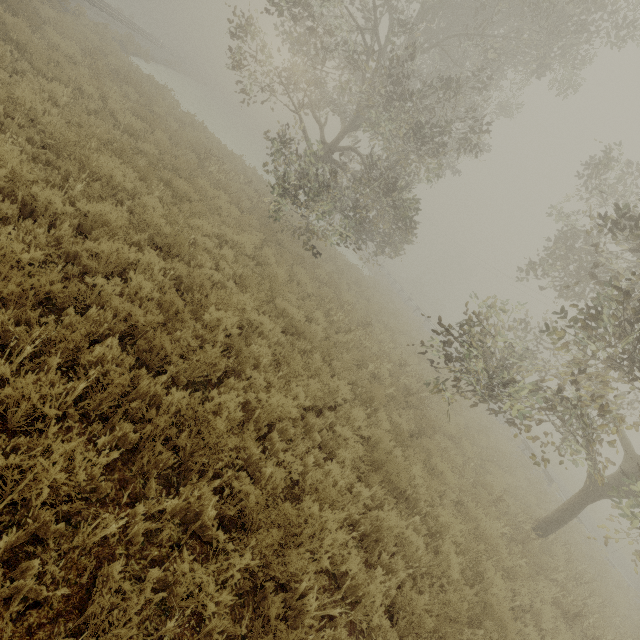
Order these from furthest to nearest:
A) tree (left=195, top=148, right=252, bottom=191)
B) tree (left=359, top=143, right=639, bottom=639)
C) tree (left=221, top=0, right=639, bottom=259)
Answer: tree (left=195, top=148, right=252, bottom=191), tree (left=221, top=0, right=639, bottom=259), tree (left=359, top=143, right=639, bottom=639)

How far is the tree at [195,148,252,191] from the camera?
11.4 meters

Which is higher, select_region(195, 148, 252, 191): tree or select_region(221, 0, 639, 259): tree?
select_region(221, 0, 639, 259): tree

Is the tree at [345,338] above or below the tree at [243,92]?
below

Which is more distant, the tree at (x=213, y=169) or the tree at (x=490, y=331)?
the tree at (x=213, y=169)

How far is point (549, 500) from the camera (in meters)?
13.75
